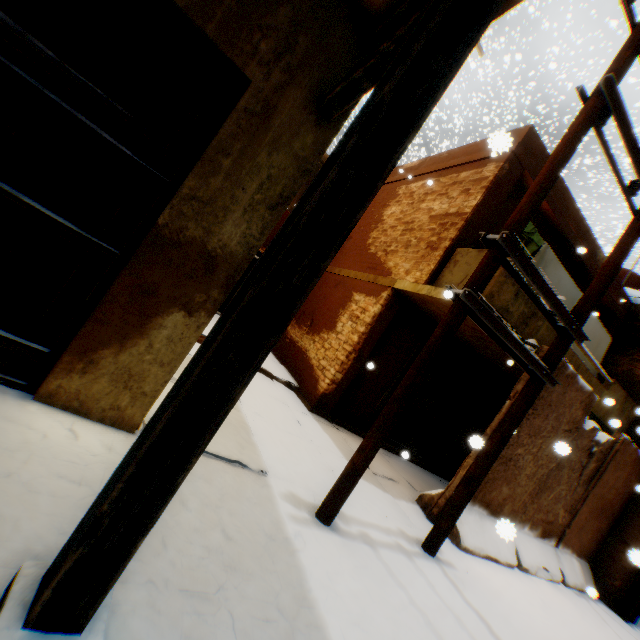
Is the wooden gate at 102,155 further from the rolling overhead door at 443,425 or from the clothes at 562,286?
the rolling overhead door at 443,425

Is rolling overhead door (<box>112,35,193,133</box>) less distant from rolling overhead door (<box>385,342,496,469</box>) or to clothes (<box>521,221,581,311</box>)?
clothes (<box>521,221,581,311</box>)

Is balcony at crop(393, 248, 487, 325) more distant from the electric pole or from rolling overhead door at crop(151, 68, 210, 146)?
rolling overhead door at crop(151, 68, 210, 146)

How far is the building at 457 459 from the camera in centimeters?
830cm

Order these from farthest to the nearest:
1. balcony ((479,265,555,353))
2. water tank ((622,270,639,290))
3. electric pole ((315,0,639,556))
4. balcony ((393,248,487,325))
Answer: water tank ((622,270,639,290))
balcony ((393,248,487,325))
balcony ((479,265,555,353))
electric pole ((315,0,639,556))

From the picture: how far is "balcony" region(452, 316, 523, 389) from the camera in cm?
623

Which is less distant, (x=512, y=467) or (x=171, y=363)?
(x=171, y=363)

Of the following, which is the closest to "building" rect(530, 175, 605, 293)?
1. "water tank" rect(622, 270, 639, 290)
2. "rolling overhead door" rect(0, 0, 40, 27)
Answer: "rolling overhead door" rect(0, 0, 40, 27)
